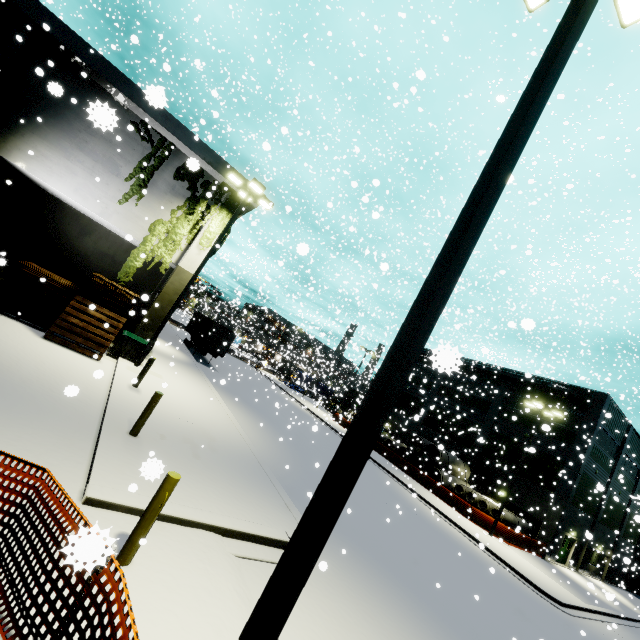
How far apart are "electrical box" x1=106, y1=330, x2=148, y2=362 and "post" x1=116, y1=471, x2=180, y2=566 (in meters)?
11.21

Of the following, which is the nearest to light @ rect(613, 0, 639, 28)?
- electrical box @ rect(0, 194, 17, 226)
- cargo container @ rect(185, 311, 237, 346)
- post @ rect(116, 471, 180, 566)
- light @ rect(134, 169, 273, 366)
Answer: post @ rect(116, 471, 180, 566)

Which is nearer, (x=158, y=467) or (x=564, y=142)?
(x=158, y=467)

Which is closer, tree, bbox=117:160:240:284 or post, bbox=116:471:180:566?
post, bbox=116:471:180:566

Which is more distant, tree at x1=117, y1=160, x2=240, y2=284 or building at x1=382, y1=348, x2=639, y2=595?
building at x1=382, y1=348, x2=639, y2=595

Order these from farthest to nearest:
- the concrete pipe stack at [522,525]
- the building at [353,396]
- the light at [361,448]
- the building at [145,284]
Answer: the building at [353,396] < the concrete pipe stack at [522,525] < the building at [145,284] < the light at [361,448]

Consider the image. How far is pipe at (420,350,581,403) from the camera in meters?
1.4

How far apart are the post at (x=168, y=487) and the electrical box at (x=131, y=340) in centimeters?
1121cm
